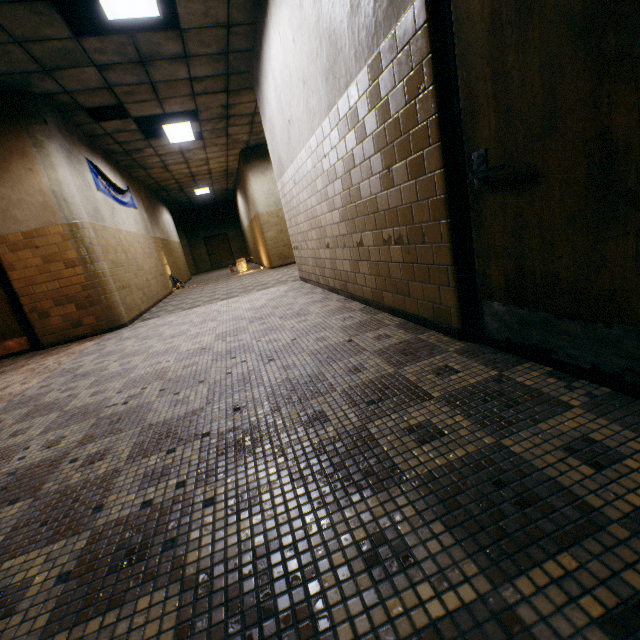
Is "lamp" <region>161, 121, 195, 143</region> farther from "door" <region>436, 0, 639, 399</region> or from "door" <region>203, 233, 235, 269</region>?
"door" <region>203, 233, 235, 269</region>

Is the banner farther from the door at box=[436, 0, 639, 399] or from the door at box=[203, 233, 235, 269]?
the door at box=[203, 233, 235, 269]

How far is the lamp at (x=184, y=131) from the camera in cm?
753

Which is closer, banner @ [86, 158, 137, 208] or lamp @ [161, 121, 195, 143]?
banner @ [86, 158, 137, 208]

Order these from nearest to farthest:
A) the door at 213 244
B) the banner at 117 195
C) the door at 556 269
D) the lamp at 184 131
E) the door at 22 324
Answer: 1. the door at 556 269
2. the door at 22 324
3. the banner at 117 195
4. the lamp at 184 131
5. the door at 213 244

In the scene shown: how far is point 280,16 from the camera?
3.7m

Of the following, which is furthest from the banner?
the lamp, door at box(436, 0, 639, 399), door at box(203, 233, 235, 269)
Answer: door at box(203, 233, 235, 269)

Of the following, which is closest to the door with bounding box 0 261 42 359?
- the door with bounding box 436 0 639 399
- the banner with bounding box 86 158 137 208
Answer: the banner with bounding box 86 158 137 208
